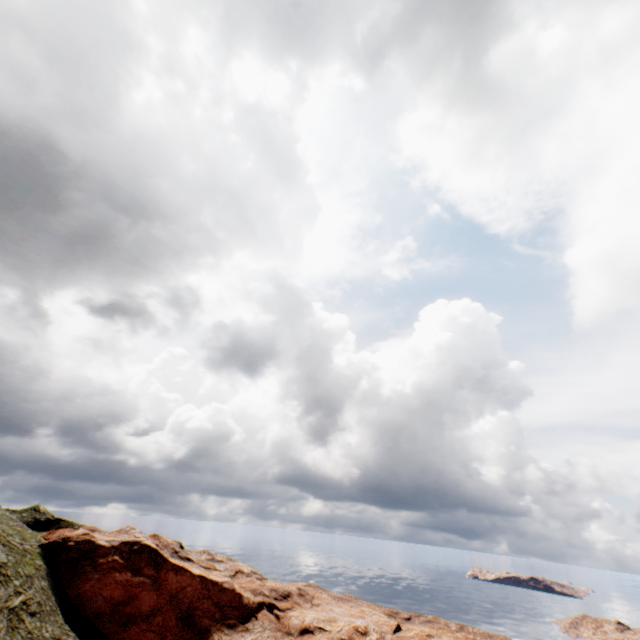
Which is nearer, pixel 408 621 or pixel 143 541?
pixel 143 541
